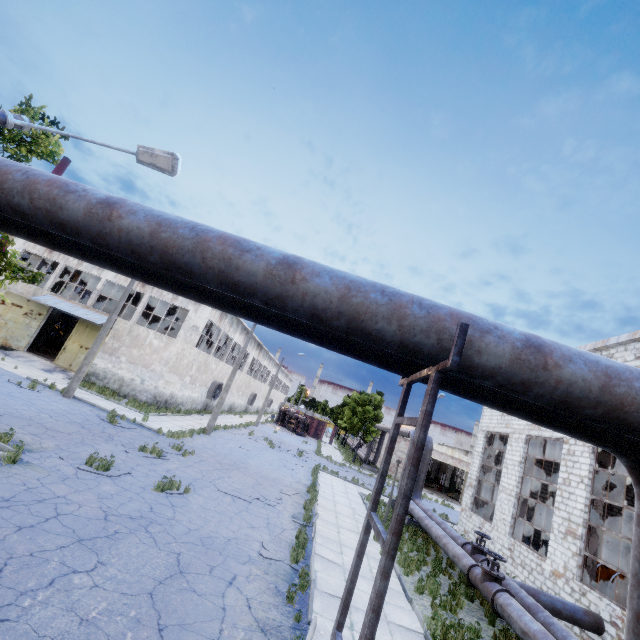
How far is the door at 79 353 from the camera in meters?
24.7

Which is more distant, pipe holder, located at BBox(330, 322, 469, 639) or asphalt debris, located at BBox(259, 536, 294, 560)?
asphalt debris, located at BBox(259, 536, 294, 560)

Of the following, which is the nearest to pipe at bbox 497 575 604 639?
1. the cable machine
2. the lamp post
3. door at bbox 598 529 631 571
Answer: the lamp post

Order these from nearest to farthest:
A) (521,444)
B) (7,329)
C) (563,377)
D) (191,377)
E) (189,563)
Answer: (563,377)
(189,563)
(521,444)
(7,329)
(191,377)

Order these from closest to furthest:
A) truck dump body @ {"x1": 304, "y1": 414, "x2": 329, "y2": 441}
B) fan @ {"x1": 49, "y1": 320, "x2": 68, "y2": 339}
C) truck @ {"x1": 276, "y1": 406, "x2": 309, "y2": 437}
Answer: fan @ {"x1": 49, "y1": 320, "x2": 68, "y2": 339}, truck @ {"x1": 276, "y1": 406, "x2": 309, "y2": 437}, truck dump body @ {"x1": 304, "y1": 414, "x2": 329, "y2": 441}

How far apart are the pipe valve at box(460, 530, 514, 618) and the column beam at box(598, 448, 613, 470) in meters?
4.5

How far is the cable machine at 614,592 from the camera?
13.5 meters

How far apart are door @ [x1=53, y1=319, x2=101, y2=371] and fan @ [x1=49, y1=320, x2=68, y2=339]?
11.92m
